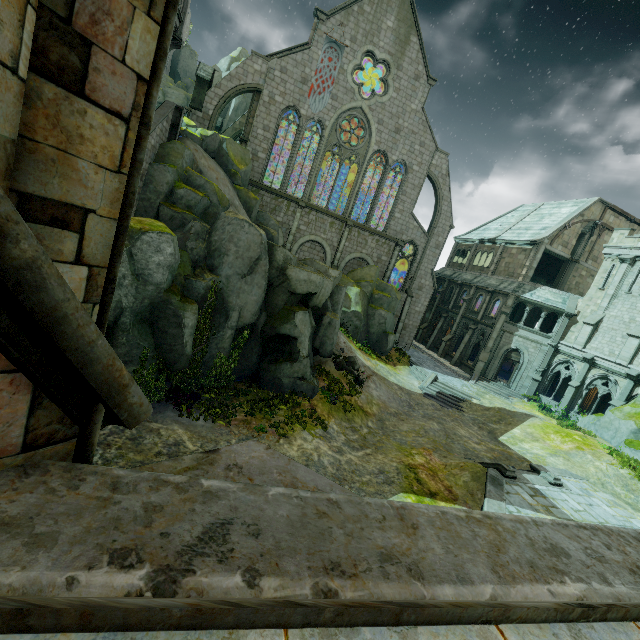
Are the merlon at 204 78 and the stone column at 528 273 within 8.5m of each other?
no

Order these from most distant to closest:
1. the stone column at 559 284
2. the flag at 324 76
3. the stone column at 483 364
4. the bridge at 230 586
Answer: the stone column at 559 284 < the stone column at 483 364 < the flag at 324 76 < the bridge at 230 586

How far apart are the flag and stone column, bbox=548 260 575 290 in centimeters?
2774cm

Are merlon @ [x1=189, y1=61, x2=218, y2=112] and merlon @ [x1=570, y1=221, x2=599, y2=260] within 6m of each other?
no

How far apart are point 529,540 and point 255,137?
31.20m

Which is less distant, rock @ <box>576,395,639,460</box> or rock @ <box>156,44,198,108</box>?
rock @ <box>576,395,639,460</box>

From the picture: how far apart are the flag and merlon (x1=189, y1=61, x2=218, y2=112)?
7.3 meters

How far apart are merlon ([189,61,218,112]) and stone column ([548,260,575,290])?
36.4m
